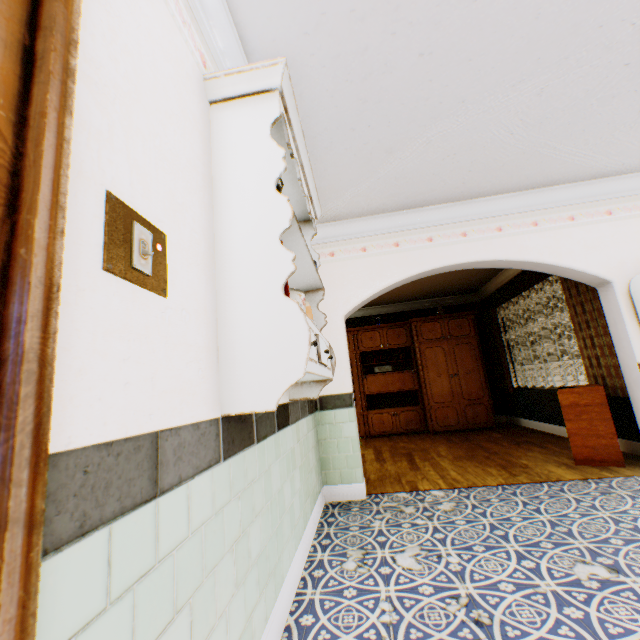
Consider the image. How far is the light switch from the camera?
0.8 meters

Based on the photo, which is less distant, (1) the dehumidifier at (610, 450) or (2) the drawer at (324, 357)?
(2) the drawer at (324, 357)

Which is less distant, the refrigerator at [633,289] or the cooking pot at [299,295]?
the cooking pot at [299,295]

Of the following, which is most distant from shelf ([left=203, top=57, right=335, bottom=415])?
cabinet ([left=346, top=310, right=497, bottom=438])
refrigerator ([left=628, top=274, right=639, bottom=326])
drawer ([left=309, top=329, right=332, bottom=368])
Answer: cabinet ([left=346, top=310, right=497, bottom=438])

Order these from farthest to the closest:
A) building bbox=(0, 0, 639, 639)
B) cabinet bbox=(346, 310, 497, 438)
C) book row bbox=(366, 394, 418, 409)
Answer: book row bbox=(366, 394, 418, 409)
cabinet bbox=(346, 310, 497, 438)
building bbox=(0, 0, 639, 639)

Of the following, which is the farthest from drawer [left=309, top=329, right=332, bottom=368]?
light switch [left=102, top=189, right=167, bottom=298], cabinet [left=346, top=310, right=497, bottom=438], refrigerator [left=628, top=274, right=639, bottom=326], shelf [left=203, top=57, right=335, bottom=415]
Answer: cabinet [left=346, top=310, right=497, bottom=438]

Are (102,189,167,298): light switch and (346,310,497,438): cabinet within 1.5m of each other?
no

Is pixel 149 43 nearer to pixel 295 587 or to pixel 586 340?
pixel 295 587
